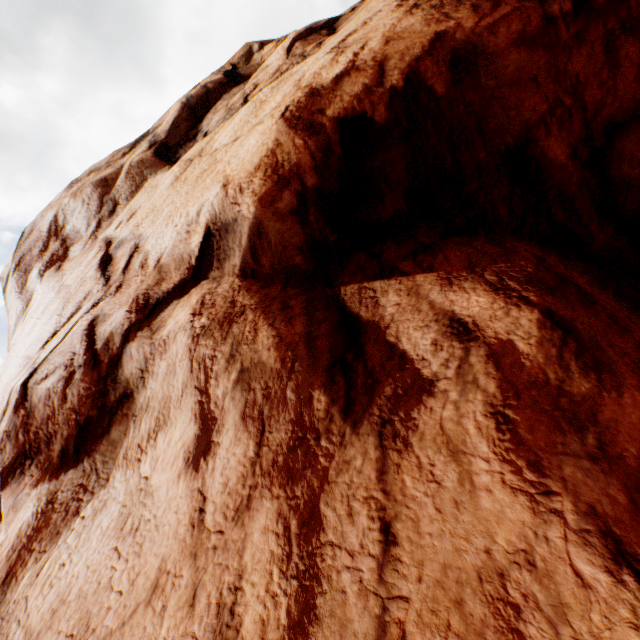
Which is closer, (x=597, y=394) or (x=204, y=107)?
(x=597, y=394)
